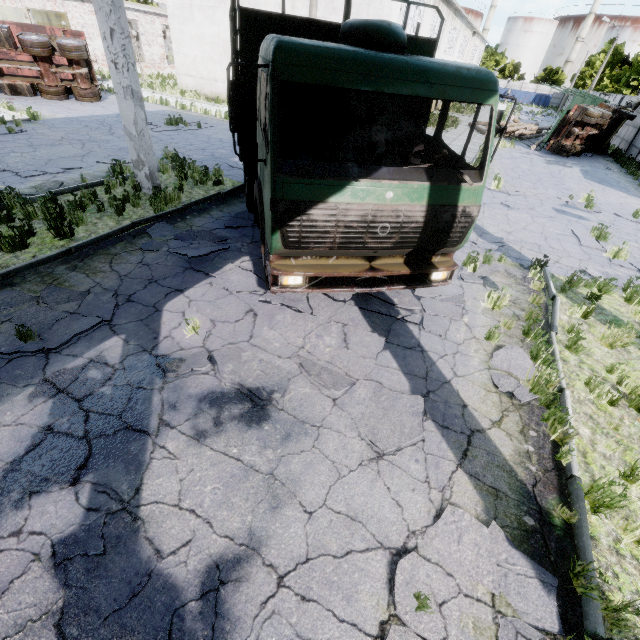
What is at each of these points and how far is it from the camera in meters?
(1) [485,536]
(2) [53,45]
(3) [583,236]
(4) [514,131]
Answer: (1) asphalt debris, 3.2 m
(2) truck, 17.7 m
(3) asphalt debris, 10.2 m
(4) log pile, 26.2 m

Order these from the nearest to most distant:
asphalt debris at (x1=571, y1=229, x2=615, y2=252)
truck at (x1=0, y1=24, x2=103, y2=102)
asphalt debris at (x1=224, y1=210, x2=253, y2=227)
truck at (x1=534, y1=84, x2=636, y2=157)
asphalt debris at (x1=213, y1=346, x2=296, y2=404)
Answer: asphalt debris at (x1=213, y1=346, x2=296, y2=404) < asphalt debris at (x1=224, y1=210, x2=253, y2=227) < asphalt debris at (x1=571, y1=229, x2=615, y2=252) < truck at (x1=0, y1=24, x2=103, y2=102) < truck at (x1=534, y1=84, x2=636, y2=157)

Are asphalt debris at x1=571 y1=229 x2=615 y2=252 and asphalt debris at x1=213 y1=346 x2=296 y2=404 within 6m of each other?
no

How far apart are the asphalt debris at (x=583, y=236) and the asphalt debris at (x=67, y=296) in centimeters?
1211cm

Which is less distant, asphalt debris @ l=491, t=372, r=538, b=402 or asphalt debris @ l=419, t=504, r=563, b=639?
asphalt debris @ l=419, t=504, r=563, b=639

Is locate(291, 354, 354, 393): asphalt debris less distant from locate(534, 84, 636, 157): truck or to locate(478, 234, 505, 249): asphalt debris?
locate(478, 234, 505, 249): asphalt debris

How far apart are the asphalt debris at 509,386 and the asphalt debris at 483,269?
2.1 meters

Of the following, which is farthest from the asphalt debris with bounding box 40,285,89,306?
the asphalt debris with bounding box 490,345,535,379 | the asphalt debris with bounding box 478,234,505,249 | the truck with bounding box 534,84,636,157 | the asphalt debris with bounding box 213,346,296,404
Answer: the truck with bounding box 534,84,636,157
